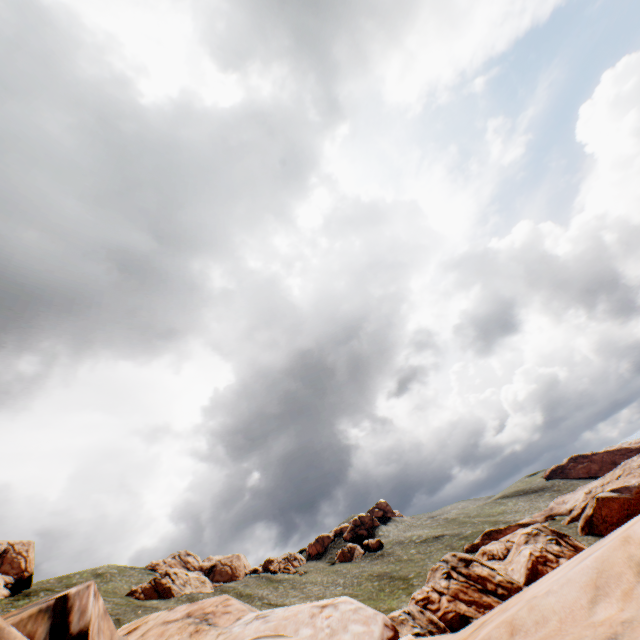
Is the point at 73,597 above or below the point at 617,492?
above
